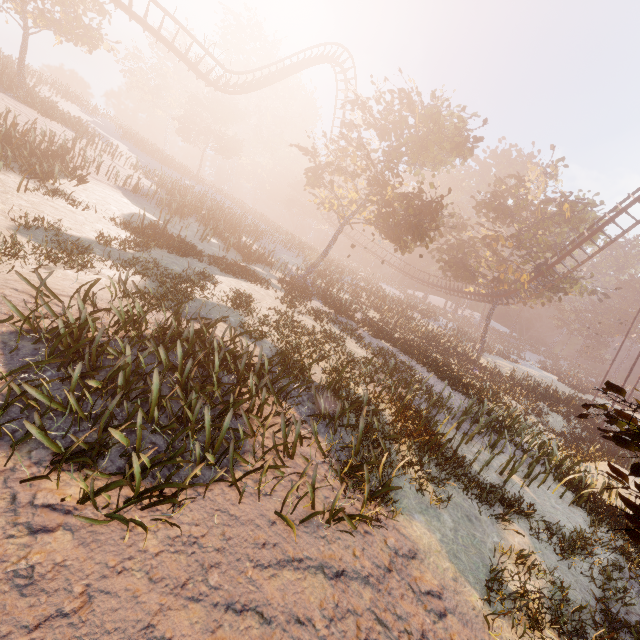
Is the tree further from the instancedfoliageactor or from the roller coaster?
the instancedfoliageactor

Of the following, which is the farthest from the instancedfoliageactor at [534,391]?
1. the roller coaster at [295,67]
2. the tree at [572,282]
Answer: the tree at [572,282]

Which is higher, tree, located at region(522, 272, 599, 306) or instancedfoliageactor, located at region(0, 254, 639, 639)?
tree, located at region(522, 272, 599, 306)

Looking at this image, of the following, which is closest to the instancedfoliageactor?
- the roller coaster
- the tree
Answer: the roller coaster

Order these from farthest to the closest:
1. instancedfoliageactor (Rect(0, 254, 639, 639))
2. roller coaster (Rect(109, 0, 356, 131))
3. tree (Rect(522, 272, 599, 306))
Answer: tree (Rect(522, 272, 599, 306)) < roller coaster (Rect(109, 0, 356, 131)) < instancedfoliageactor (Rect(0, 254, 639, 639))

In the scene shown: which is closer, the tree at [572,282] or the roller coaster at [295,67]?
the roller coaster at [295,67]

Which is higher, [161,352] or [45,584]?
[161,352]
